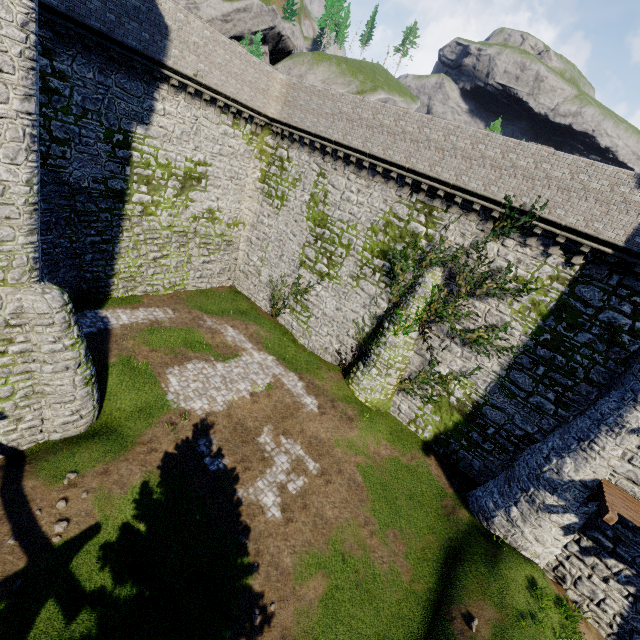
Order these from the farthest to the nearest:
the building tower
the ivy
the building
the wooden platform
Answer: the ivy < the building < the wooden platform < the building tower

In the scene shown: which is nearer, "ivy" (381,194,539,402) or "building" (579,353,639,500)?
"building" (579,353,639,500)

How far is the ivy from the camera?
15.8 meters

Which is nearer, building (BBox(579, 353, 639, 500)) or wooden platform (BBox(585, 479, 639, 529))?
wooden platform (BBox(585, 479, 639, 529))

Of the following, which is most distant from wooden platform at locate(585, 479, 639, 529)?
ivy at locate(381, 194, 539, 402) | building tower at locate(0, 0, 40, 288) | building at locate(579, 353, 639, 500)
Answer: building tower at locate(0, 0, 40, 288)

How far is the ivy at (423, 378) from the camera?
15.8 meters

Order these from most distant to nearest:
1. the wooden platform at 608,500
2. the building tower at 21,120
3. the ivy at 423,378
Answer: the ivy at 423,378 < the wooden platform at 608,500 < the building tower at 21,120

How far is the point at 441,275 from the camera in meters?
17.9
